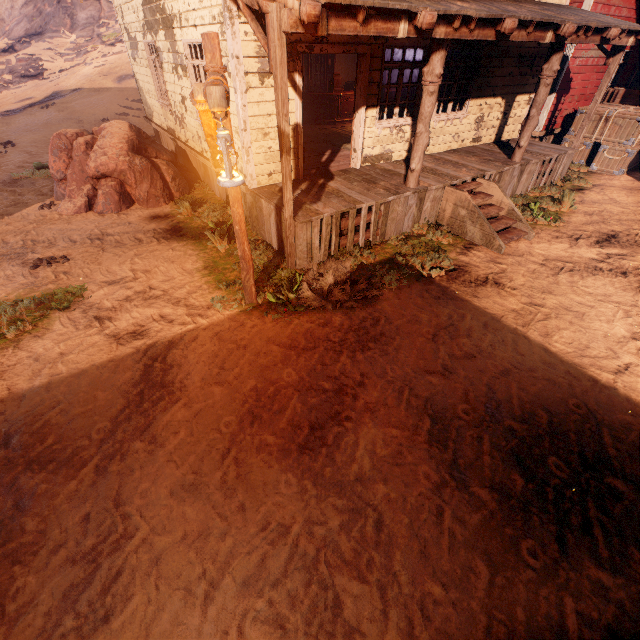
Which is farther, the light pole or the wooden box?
the wooden box

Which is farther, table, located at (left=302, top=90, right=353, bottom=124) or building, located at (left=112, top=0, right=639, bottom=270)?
table, located at (left=302, top=90, right=353, bottom=124)

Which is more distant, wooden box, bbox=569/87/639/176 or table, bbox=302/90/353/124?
table, bbox=302/90/353/124

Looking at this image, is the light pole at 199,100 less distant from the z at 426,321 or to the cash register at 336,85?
the z at 426,321

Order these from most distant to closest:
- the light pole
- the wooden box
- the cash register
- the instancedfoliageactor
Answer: the cash register < the wooden box < the instancedfoliageactor < the light pole

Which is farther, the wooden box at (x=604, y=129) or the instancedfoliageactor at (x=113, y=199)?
the wooden box at (x=604, y=129)

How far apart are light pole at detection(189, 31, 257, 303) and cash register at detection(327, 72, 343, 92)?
10.2 meters

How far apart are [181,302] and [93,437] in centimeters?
245cm
